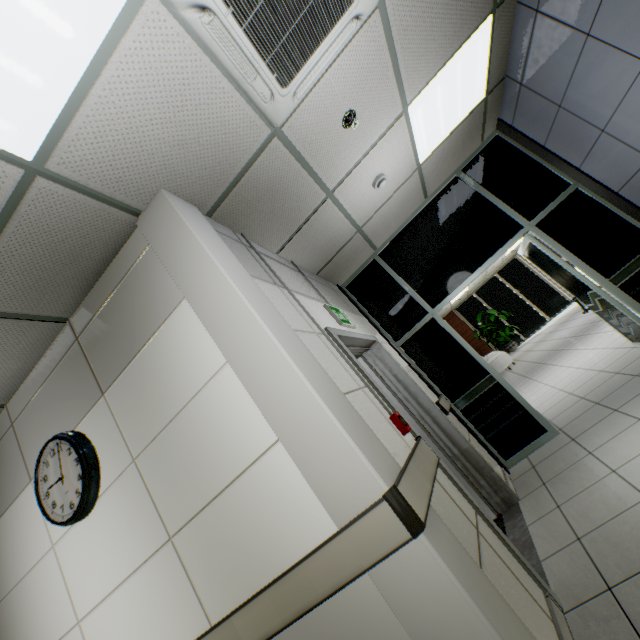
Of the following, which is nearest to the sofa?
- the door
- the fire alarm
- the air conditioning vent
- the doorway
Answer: the doorway

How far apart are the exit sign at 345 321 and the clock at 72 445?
2.1m

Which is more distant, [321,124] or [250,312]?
[321,124]

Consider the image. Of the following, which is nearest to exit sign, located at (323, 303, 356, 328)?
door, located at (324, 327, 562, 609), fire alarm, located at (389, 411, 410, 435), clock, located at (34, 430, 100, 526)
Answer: door, located at (324, 327, 562, 609)

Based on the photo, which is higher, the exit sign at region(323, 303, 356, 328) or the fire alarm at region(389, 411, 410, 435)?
the exit sign at region(323, 303, 356, 328)

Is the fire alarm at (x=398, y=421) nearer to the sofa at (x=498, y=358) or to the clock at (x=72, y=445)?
the clock at (x=72, y=445)

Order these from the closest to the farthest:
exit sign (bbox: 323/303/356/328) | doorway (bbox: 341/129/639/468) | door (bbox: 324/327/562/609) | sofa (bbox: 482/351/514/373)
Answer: door (bbox: 324/327/562/609), exit sign (bbox: 323/303/356/328), doorway (bbox: 341/129/639/468), sofa (bbox: 482/351/514/373)

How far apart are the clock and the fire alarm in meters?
1.9
